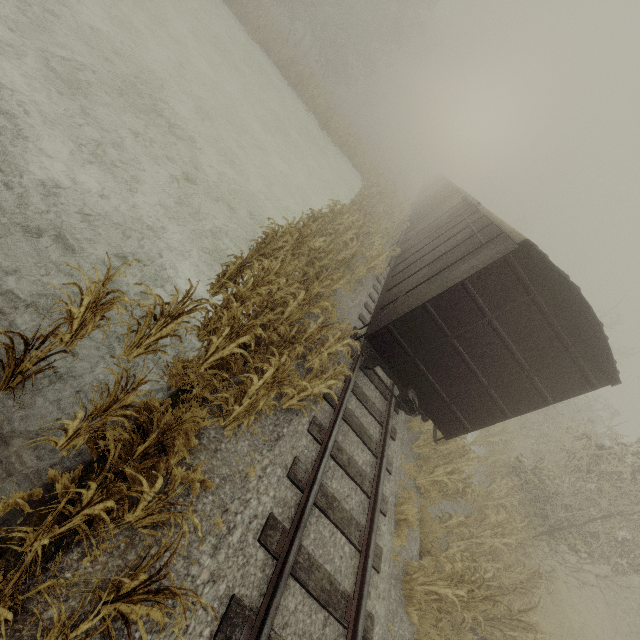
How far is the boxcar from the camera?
6.0 meters

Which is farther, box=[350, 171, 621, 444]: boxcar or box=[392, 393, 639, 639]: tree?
box=[392, 393, 639, 639]: tree

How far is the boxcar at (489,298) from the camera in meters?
6.0

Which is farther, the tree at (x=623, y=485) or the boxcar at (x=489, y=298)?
the tree at (x=623, y=485)

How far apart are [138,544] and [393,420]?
6.7 meters
